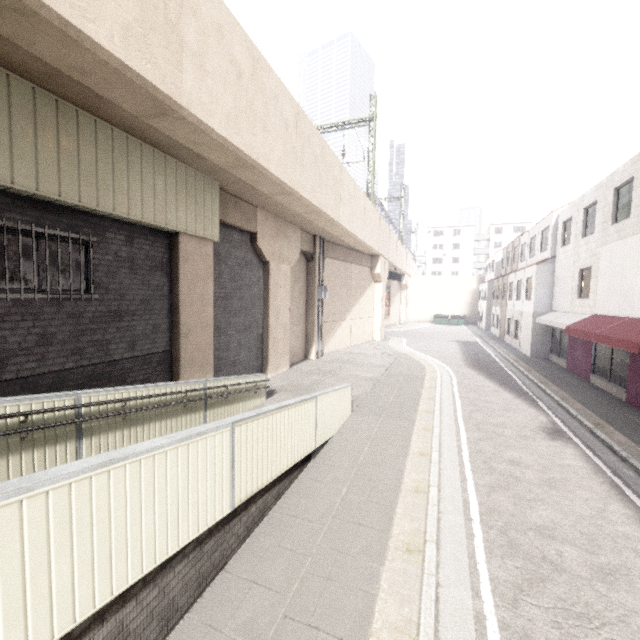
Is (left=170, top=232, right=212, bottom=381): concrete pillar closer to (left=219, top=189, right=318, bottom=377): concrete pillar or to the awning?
(left=219, top=189, right=318, bottom=377): concrete pillar

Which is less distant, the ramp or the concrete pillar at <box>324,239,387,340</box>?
the ramp

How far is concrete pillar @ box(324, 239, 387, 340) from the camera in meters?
20.5 m

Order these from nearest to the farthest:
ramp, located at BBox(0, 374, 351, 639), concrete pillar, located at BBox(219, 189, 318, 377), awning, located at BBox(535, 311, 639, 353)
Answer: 1. ramp, located at BBox(0, 374, 351, 639)
2. awning, located at BBox(535, 311, 639, 353)
3. concrete pillar, located at BBox(219, 189, 318, 377)

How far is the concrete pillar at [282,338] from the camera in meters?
11.6

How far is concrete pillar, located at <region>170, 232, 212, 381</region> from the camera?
8.73m

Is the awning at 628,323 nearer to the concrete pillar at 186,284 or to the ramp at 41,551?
the ramp at 41,551

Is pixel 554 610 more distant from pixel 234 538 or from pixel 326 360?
pixel 326 360
